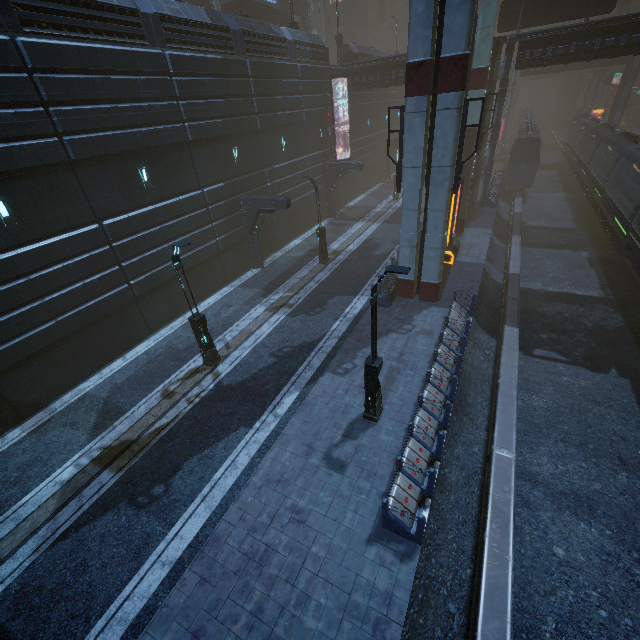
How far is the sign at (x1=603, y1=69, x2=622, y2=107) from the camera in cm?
4638

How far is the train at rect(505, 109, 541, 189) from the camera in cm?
3153

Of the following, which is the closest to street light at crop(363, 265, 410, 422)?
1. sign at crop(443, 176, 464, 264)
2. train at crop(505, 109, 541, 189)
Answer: train at crop(505, 109, 541, 189)

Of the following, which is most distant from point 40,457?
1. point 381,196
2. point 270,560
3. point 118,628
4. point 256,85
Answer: point 381,196

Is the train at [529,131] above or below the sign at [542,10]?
below

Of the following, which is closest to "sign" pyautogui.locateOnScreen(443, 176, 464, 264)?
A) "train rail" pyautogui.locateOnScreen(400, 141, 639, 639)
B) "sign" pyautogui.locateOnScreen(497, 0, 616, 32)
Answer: "train rail" pyautogui.locateOnScreen(400, 141, 639, 639)

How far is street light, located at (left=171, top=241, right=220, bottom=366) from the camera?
11.48m

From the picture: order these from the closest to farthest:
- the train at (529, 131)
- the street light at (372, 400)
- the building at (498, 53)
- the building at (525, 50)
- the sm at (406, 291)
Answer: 1. the street light at (372, 400)
2. the sm at (406, 291)
3. the building at (525, 50)
4. the building at (498, 53)
5. the train at (529, 131)
